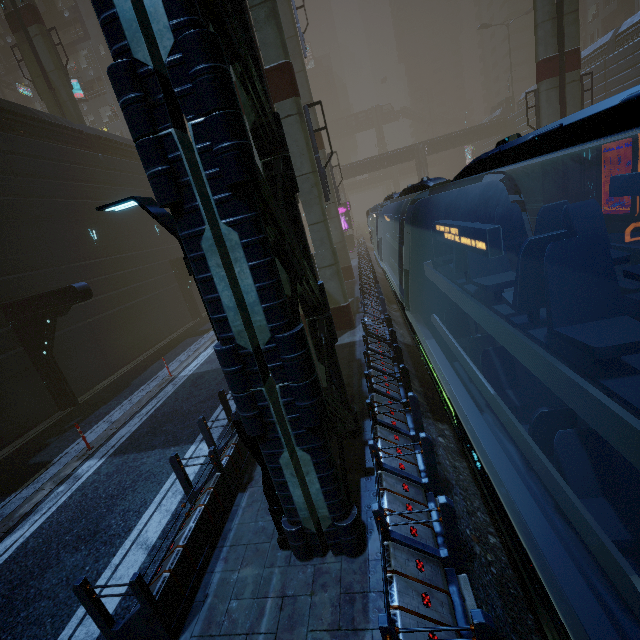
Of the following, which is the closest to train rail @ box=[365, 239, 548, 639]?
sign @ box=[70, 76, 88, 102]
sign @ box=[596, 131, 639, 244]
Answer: sign @ box=[596, 131, 639, 244]

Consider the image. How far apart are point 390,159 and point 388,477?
55.5m

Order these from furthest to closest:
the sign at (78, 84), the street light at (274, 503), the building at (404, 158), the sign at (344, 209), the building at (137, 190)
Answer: the building at (404, 158) → the sign at (344, 209) → the sign at (78, 84) → the street light at (274, 503) → the building at (137, 190)

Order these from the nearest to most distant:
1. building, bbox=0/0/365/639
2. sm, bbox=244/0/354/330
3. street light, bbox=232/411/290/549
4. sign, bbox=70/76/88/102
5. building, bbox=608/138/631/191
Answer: building, bbox=0/0/365/639
street light, bbox=232/411/290/549
sm, bbox=244/0/354/330
building, bbox=608/138/631/191
sign, bbox=70/76/88/102

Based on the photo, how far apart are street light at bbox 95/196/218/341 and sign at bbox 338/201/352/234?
36.62m

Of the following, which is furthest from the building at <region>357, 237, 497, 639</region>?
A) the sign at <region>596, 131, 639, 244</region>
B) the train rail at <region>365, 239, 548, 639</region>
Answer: the sign at <region>596, 131, 639, 244</region>

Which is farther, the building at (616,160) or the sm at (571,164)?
the building at (616,160)
